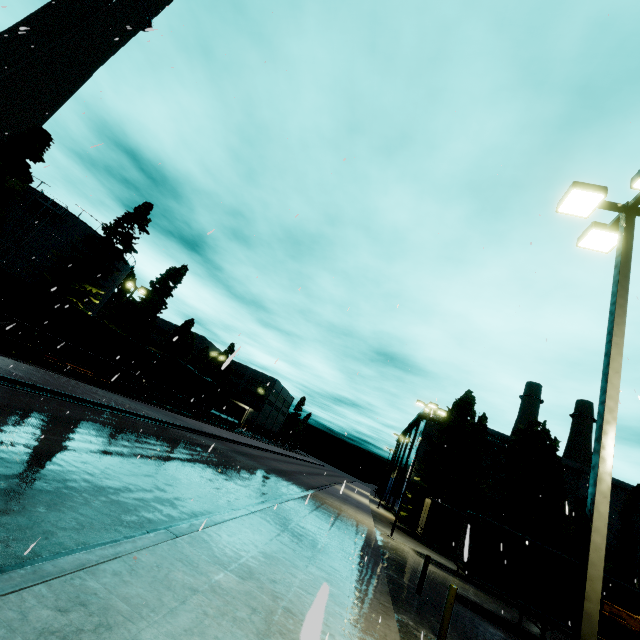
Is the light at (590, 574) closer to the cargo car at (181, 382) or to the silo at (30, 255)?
the silo at (30, 255)

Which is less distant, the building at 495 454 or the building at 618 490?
the building at 618 490

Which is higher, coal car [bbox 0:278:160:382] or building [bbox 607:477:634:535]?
building [bbox 607:477:634:535]

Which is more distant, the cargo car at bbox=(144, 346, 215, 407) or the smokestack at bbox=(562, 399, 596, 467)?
the smokestack at bbox=(562, 399, 596, 467)

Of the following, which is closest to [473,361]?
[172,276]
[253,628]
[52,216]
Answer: [253,628]

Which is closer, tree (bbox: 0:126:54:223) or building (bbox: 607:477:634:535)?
tree (bbox: 0:126:54:223)

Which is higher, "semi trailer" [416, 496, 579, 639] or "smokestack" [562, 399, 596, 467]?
"smokestack" [562, 399, 596, 467]

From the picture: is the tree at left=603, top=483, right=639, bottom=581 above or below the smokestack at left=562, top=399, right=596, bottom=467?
below
